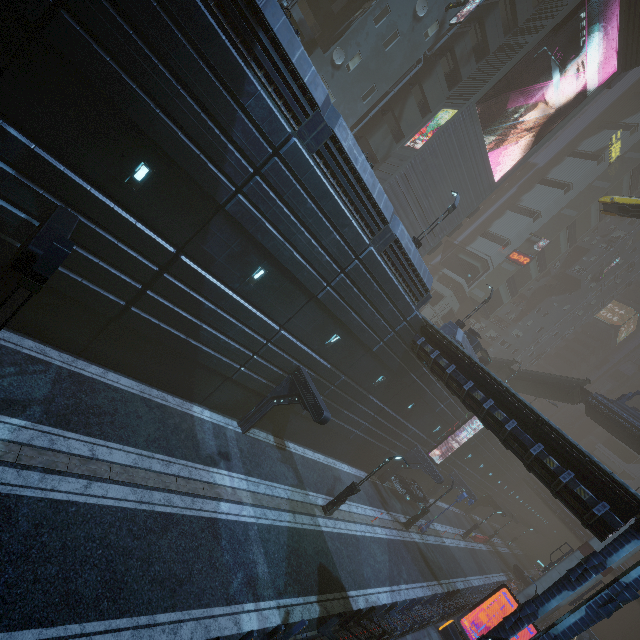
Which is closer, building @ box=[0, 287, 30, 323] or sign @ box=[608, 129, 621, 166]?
building @ box=[0, 287, 30, 323]

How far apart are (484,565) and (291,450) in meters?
32.9

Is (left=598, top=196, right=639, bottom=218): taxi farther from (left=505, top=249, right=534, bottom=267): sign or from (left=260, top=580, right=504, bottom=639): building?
(left=505, top=249, right=534, bottom=267): sign

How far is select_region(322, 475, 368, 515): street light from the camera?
18.2m

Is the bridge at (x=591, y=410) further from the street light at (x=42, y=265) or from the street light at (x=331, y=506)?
the street light at (x=42, y=265)

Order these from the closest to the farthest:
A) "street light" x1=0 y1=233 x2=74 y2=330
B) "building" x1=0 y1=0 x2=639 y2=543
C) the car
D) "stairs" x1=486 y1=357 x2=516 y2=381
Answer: "street light" x1=0 y1=233 x2=74 y2=330, "building" x1=0 y1=0 x2=639 y2=543, the car, "stairs" x1=486 y1=357 x2=516 y2=381

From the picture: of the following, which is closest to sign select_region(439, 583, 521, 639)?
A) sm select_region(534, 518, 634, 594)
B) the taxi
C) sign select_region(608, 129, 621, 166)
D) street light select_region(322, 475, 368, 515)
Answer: street light select_region(322, 475, 368, 515)

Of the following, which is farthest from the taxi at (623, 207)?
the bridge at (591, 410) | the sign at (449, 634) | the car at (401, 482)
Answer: the car at (401, 482)
